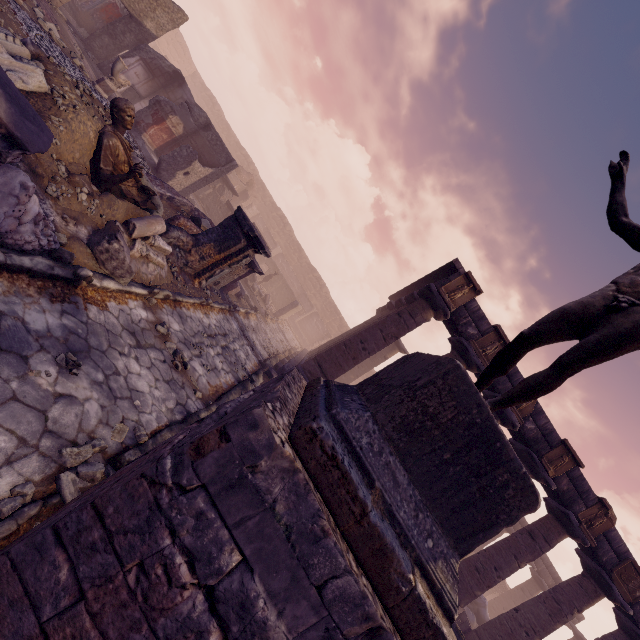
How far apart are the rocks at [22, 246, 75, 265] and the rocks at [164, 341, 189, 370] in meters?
1.8 m

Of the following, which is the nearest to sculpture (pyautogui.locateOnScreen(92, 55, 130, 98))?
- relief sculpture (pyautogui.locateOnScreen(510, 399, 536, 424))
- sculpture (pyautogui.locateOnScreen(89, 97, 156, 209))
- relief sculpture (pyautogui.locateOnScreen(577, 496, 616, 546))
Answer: sculpture (pyautogui.locateOnScreen(89, 97, 156, 209))

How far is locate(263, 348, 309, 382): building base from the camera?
10.6m

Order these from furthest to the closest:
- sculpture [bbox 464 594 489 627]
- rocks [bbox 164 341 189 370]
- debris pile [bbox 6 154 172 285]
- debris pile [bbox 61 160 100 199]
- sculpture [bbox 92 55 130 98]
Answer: sculpture [bbox 464 594 489 627], sculpture [bbox 92 55 130 98], rocks [bbox 164 341 189 370], debris pile [bbox 61 160 100 199], debris pile [bbox 6 154 172 285]

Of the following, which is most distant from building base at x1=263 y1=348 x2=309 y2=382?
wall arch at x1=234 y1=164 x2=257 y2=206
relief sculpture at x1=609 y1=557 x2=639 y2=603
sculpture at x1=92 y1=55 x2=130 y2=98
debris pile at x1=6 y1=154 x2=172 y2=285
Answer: wall arch at x1=234 y1=164 x2=257 y2=206

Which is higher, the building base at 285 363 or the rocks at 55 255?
the building base at 285 363

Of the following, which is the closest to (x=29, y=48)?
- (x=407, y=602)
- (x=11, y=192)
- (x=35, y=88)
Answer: (x=35, y=88)

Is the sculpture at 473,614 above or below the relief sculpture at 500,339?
below
